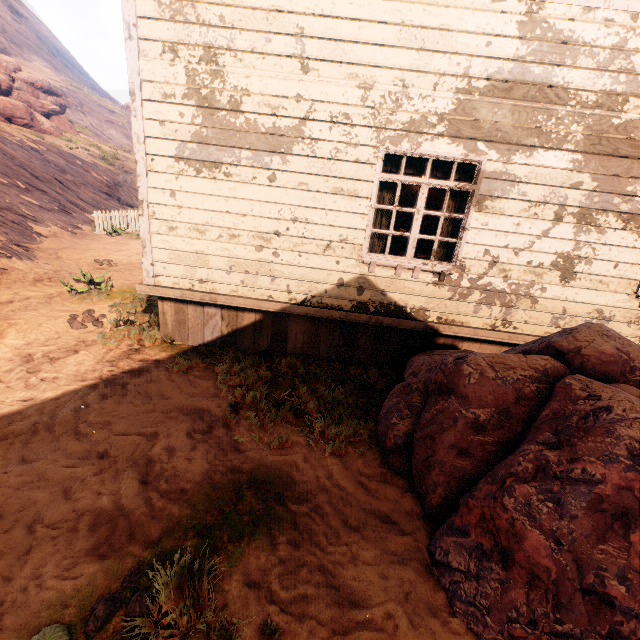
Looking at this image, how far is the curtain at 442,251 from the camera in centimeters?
475cm

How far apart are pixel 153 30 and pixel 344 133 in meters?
2.6 m

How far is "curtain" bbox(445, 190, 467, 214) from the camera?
4.50m

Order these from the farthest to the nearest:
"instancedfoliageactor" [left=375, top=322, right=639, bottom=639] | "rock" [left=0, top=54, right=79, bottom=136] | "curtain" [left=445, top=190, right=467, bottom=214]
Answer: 1. "rock" [left=0, top=54, right=79, bottom=136]
2. "curtain" [left=445, top=190, right=467, bottom=214]
3. "instancedfoliageactor" [left=375, top=322, right=639, bottom=639]

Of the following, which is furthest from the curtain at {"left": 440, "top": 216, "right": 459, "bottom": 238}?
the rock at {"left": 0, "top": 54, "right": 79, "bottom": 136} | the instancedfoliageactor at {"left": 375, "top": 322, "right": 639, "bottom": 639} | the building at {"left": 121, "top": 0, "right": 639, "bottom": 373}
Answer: the rock at {"left": 0, "top": 54, "right": 79, "bottom": 136}

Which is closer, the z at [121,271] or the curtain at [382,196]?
the z at [121,271]

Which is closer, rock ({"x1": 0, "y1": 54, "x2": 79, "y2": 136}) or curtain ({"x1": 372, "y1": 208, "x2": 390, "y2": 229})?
curtain ({"x1": 372, "y1": 208, "x2": 390, "y2": 229})
